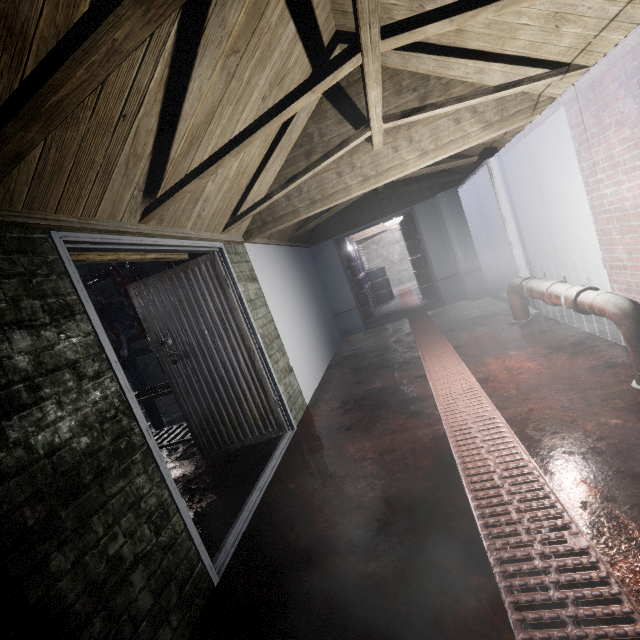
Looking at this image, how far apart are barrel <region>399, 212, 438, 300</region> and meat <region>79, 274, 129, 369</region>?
5.7 meters

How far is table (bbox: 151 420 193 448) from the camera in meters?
3.6 m

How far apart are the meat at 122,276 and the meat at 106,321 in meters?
0.4

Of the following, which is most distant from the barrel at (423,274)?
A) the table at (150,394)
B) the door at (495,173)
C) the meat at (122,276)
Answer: the meat at (122,276)

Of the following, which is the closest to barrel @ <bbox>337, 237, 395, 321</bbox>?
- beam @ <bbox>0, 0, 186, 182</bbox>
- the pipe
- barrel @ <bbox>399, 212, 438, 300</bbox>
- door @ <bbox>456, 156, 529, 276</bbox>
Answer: barrel @ <bbox>399, 212, 438, 300</bbox>

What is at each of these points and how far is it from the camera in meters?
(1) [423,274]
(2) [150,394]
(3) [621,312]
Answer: (1) barrel, 7.2 m
(2) table, 3.7 m
(3) pipe, 2.0 m

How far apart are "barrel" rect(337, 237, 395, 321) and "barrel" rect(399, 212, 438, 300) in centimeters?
128cm

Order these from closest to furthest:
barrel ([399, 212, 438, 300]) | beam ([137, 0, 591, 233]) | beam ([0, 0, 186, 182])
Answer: beam ([0, 0, 186, 182]), beam ([137, 0, 591, 233]), barrel ([399, 212, 438, 300])
